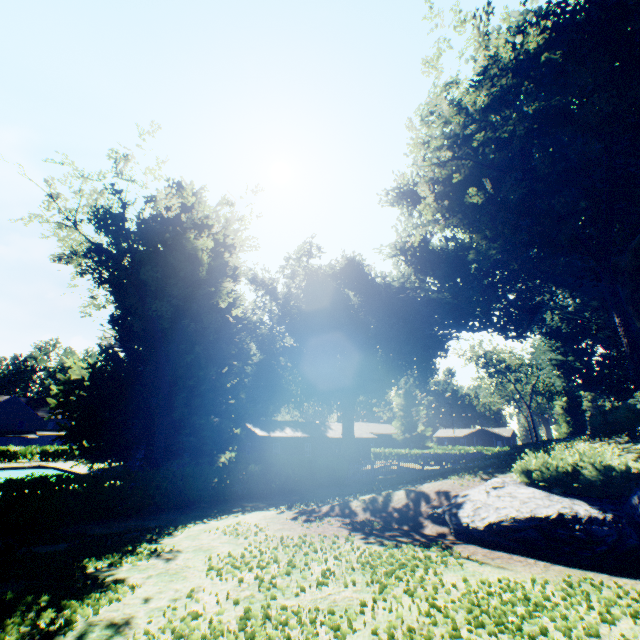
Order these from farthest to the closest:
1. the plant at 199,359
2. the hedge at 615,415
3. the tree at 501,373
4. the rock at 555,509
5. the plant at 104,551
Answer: the tree at 501,373
the plant at 199,359
the hedge at 615,415
the rock at 555,509
the plant at 104,551

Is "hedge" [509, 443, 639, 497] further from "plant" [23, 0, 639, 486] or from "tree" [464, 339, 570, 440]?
"tree" [464, 339, 570, 440]

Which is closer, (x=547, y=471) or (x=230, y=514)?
(x=547, y=471)

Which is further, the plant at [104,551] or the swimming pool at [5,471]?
the swimming pool at [5,471]

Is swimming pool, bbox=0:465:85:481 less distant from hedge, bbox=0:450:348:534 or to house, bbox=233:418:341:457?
hedge, bbox=0:450:348:534

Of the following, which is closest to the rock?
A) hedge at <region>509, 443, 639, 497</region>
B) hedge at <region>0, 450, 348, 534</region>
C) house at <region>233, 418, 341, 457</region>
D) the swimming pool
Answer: hedge at <region>509, 443, 639, 497</region>

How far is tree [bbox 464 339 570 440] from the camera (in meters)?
50.88

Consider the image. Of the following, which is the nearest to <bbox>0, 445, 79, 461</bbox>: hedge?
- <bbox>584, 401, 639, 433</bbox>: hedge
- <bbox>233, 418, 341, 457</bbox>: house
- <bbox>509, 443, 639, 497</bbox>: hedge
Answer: <bbox>233, 418, 341, 457</bbox>: house
